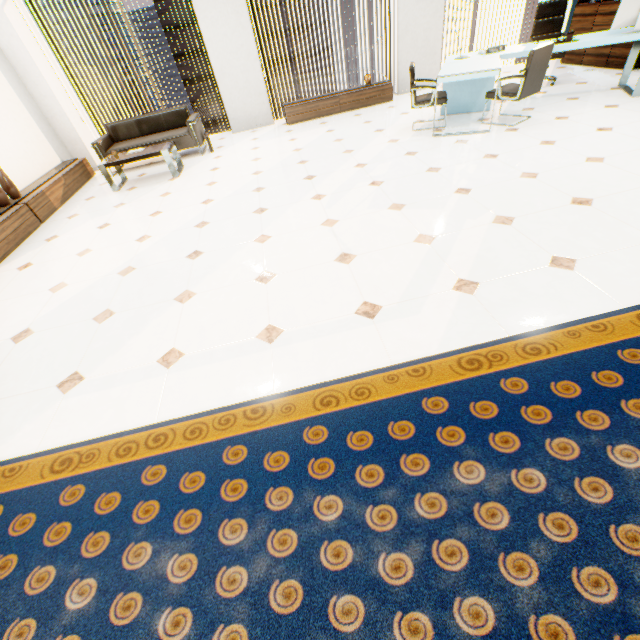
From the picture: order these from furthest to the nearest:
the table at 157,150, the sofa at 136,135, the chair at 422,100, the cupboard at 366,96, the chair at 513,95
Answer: the cupboard at 366,96, the sofa at 136,135, the table at 157,150, the chair at 422,100, the chair at 513,95

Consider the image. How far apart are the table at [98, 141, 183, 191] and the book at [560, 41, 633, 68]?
8.32m

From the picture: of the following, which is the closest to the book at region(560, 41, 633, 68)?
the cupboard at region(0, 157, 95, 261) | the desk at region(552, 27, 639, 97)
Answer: the desk at region(552, 27, 639, 97)

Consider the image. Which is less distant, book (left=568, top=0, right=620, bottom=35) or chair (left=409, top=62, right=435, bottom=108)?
chair (left=409, top=62, right=435, bottom=108)

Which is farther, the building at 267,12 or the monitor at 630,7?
the building at 267,12

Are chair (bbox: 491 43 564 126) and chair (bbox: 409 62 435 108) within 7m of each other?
yes

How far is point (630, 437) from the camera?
1.5m

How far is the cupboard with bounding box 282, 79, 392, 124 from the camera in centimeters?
696cm
